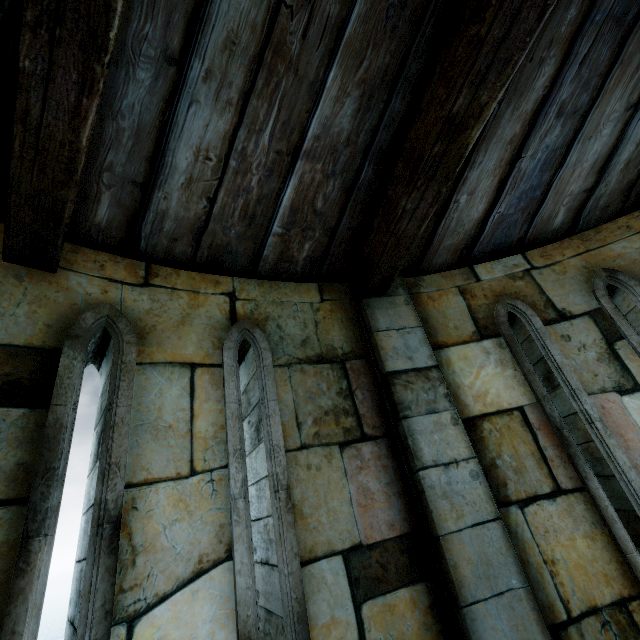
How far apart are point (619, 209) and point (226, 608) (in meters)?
4.37
